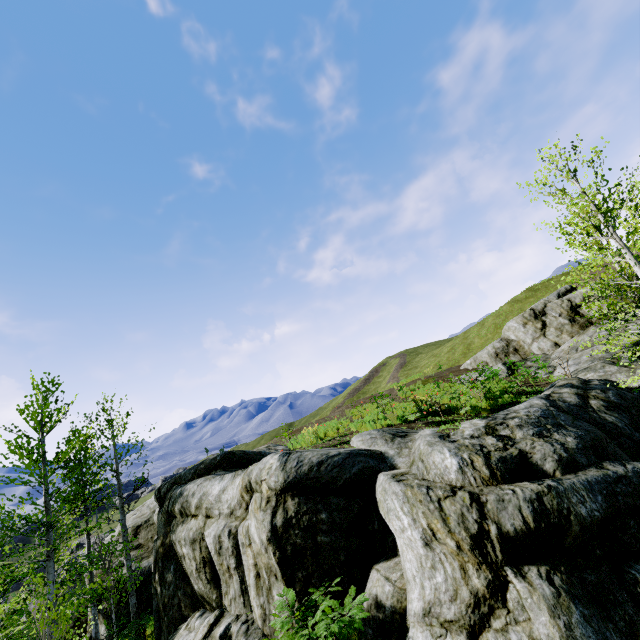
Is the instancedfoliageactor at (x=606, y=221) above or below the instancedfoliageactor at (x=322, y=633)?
above

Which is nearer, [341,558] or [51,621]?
[341,558]

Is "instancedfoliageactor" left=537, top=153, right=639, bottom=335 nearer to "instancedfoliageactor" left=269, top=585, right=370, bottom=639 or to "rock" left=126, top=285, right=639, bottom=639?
"rock" left=126, top=285, right=639, bottom=639

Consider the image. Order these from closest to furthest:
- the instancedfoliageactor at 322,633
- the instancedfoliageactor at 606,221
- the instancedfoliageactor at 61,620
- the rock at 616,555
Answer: the rock at 616,555, the instancedfoliageactor at 322,633, the instancedfoliageactor at 606,221, the instancedfoliageactor at 61,620

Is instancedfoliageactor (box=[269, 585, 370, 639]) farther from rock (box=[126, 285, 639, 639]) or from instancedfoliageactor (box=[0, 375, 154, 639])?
instancedfoliageactor (box=[0, 375, 154, 639])

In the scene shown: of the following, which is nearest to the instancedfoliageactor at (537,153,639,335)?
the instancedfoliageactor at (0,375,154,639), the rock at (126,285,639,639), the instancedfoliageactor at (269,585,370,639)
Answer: the rock at (126,285,639,639)

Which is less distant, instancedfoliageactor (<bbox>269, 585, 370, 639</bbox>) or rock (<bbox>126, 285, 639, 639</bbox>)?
rock (<bbox>126, 285, 639, 639</bbox>)

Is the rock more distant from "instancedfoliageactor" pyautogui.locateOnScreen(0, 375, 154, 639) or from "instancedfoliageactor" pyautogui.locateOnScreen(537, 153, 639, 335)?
"instancedfoliageactor" pyautogui.locateOnScreen(0, 375, 154, 639)
